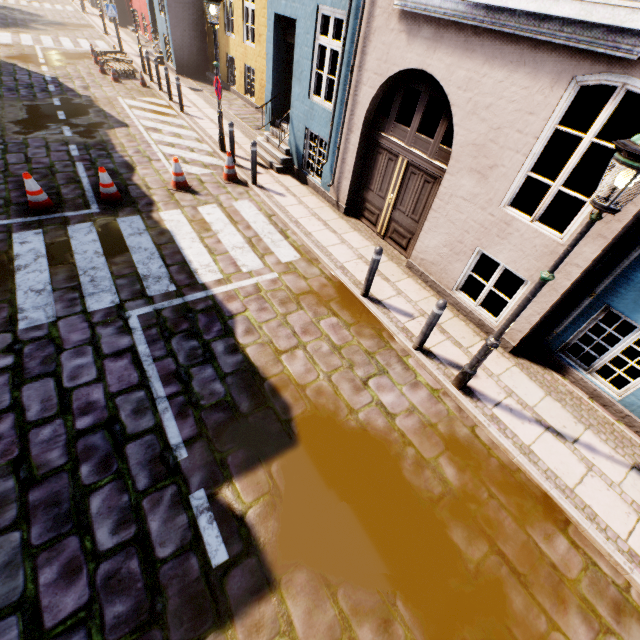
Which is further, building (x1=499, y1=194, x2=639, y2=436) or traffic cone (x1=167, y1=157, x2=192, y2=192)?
traffic cone (x1=167, y1=157, x2=192, y2=192)

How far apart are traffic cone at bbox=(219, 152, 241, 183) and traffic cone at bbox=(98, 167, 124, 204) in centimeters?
257cm

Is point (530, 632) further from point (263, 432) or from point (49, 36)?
point (49, 36)

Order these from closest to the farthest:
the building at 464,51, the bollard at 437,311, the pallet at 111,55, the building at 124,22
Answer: the building at 464,51, the bollard at 437,311, the pallet at 111,55, the building at 124,22

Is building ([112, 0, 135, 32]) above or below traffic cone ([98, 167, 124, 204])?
above

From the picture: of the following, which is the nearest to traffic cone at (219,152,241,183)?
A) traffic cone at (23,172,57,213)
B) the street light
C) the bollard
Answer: traffic cone at (23,172,57,213)

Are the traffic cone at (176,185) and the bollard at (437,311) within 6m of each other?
no
